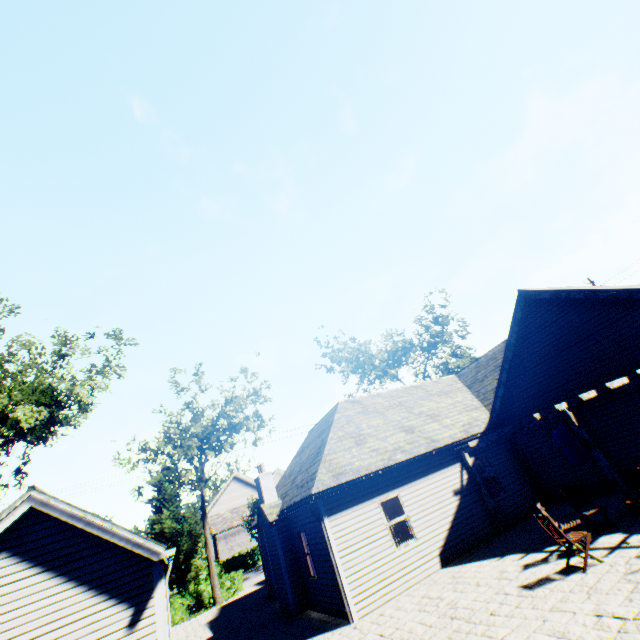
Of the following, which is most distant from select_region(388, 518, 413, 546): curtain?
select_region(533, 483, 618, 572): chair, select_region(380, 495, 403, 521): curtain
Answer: select_region(533, 483, 618, 572): chair

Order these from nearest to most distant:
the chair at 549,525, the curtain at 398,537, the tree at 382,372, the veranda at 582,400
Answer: the chair at 549,525 < the veranda at 582,400 < the curtain at 398,537 < the tree at 382,372

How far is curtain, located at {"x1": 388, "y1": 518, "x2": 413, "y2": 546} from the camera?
11.2 meters

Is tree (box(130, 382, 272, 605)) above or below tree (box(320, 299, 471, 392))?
below

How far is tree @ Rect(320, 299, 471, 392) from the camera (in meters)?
35.79

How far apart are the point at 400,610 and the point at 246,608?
12.4m

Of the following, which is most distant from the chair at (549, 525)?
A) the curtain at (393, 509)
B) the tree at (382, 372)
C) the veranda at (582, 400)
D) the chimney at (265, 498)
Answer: the tree at (382, 372)

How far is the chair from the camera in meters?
7.1
